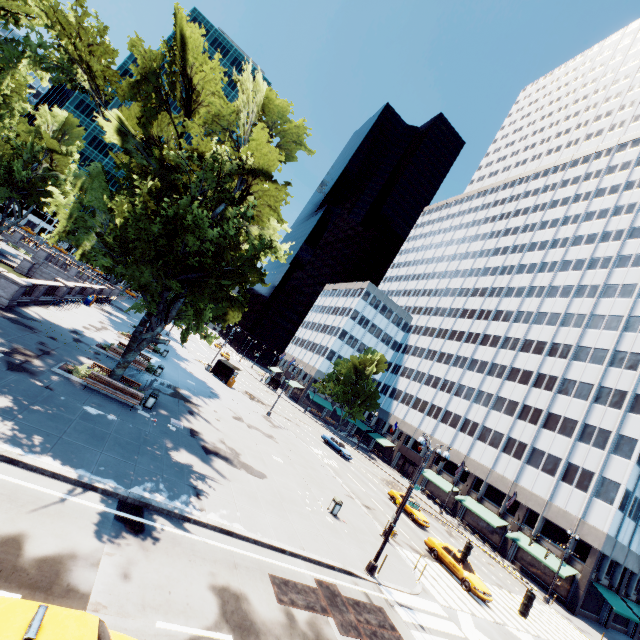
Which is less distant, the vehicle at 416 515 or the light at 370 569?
the light at 370 569

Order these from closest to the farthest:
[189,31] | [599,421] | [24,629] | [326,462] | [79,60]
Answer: [24,629] < [79,60] < [189,31] < [326,462] < [599,421]

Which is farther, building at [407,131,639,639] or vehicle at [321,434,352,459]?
vehicle at [321,434,352,459]

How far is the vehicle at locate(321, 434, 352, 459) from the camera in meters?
42.3 m

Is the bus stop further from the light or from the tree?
the light

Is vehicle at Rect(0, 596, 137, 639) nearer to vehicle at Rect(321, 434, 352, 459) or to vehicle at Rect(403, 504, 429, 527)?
vehicle at Rect(403, 504, 429, 527)

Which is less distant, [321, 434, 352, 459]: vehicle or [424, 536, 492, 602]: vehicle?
[424, 536, 492, 602]: vehicle

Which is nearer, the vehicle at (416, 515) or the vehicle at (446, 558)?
the vehicle at (446, 558)
